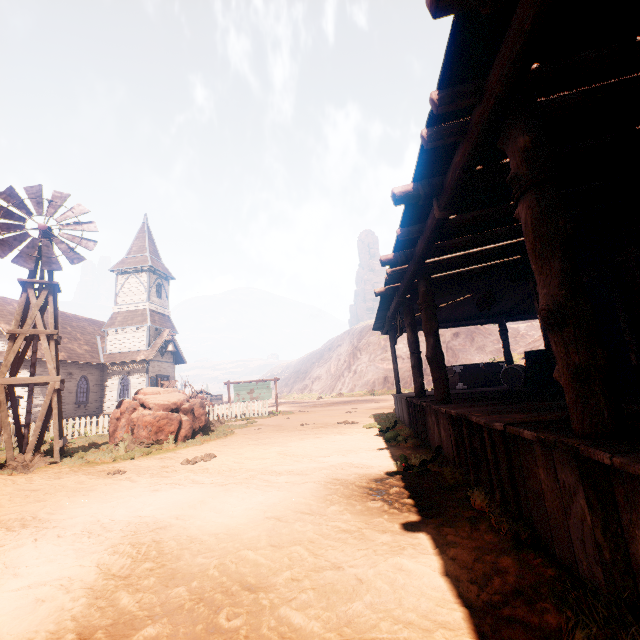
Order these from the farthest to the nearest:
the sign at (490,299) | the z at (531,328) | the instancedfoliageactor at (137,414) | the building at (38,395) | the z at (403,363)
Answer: the z at (403,363) < the z at (531,328) < the building at (38,395) < the instancedfoliageactor at (137,414) < the sign at (490,299)

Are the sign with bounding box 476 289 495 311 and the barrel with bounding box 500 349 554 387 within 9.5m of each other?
yes

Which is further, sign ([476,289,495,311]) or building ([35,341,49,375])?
building ([35,341,49,375])

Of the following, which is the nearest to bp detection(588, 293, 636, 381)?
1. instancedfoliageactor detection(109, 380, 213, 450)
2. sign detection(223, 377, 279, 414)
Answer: instancedfoliageactor detection(109, 380, 213, 450)

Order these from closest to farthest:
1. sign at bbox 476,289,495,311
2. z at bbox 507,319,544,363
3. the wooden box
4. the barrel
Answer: sign at bbox 476,289,495,311 < the barrel < the wooden box < z at bbox 507,319,544,363

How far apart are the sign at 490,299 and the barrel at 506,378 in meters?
2.3

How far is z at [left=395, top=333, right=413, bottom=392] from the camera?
39.46m

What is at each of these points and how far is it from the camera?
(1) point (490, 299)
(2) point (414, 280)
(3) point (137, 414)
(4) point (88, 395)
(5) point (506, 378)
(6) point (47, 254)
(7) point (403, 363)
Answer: (1) sign, 7.4m
(2) building, 6.4m
(3) instancedfoliageactor, 11.0m
(4) building, 25.2m
(5) barrel, 9.4m
(6) windmill, 9.8m
(7) z, 43.1m
